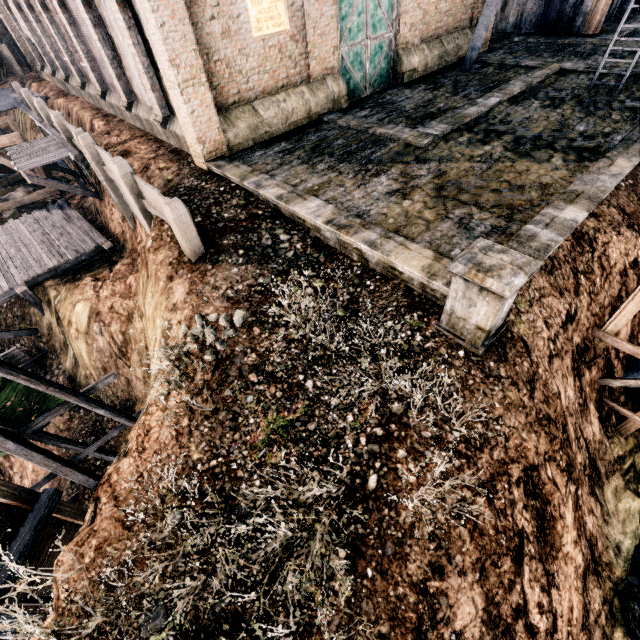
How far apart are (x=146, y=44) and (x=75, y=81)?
17.0 meters

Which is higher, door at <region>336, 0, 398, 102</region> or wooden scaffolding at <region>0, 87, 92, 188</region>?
door at <region>336, 0, 398, 102</region>

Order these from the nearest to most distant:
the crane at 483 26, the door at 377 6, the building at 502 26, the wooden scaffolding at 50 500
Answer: the wooden scaffolding at 50 500
the door at 377 6
the crane at 483 26
the building at 502 26

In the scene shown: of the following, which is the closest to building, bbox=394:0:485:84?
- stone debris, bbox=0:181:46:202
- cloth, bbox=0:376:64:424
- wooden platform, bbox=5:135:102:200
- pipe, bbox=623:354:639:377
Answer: wooden platform, bbox=5:135:102:200

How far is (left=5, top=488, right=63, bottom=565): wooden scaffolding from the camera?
8.0m

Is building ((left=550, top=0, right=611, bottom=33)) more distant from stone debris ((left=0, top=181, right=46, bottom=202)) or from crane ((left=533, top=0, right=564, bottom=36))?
stone debris ((left=0, top=181, right=46, bottom=202))

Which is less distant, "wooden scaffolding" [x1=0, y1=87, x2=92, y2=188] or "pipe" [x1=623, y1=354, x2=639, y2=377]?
"pipe" [x1=623, y1=354, x2=639, y2=377]

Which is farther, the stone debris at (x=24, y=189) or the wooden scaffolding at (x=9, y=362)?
the stone debris at (x=24, y=189)
